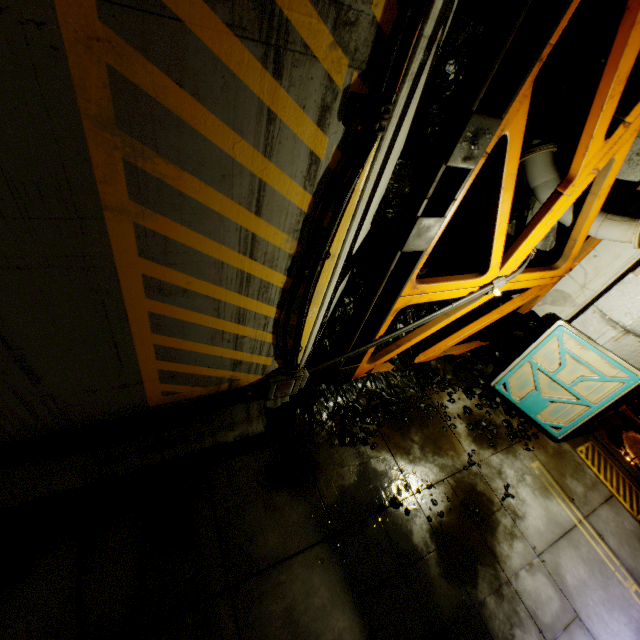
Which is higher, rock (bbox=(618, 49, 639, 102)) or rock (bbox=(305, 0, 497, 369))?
rock (bbox=(618, 49, 639, 102))

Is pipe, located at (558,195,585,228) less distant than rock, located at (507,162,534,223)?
Yes

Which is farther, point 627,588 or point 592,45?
point 627,588

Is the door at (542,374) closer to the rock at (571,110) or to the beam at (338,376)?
the rock at (571,110)

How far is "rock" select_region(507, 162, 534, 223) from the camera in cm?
656

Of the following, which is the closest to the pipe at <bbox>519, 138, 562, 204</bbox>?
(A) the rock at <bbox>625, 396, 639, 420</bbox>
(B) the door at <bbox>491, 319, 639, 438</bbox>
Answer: (B) the door at <bbox>491, 319, 639, 438</bbox>

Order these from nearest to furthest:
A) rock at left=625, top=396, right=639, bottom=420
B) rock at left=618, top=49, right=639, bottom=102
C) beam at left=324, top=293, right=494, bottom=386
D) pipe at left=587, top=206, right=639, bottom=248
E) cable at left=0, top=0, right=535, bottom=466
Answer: cable at left=0, top=0, right=535, bottom=466 → rock at left=618, top=49, right=639, bottom=102 → pipe at left=587, top=206, right=639, bottom=248 → beam at left=324, top=293, right=494, bottom=386 → rock at left=625, top=396, right=639, bottom=420

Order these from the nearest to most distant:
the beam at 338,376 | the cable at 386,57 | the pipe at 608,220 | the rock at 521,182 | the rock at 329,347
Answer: the cable at 386,57 < the rock at 329,347 < the pipe at 608,220 < the beam at 338,376 < the rock at 521,182
